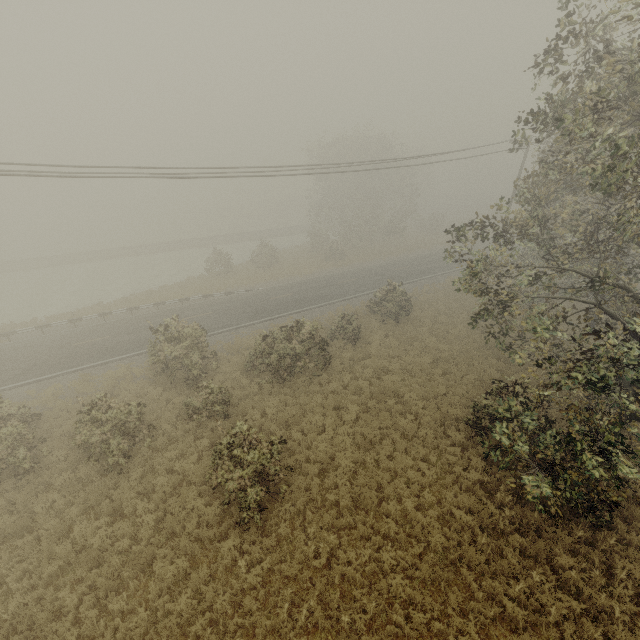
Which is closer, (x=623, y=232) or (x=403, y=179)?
(x=623, y=232)
